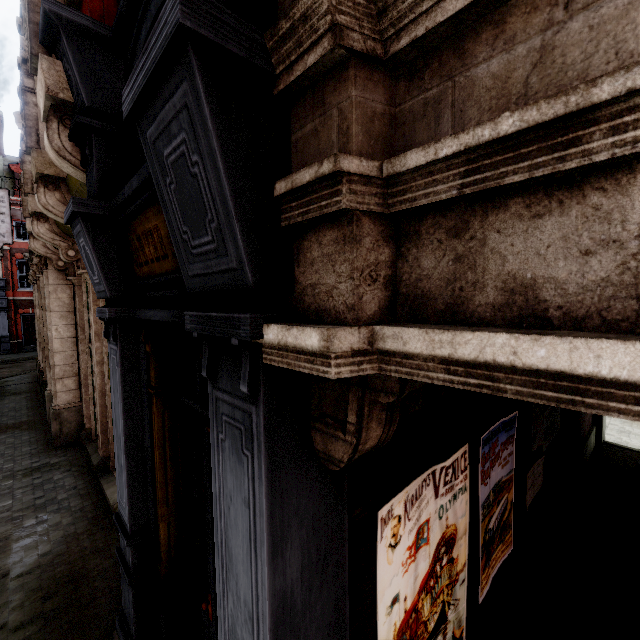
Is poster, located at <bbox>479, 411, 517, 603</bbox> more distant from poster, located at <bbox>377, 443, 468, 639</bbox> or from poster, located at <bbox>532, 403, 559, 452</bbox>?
poster, located at <bbox>532, 403, 559, 452</bbox>

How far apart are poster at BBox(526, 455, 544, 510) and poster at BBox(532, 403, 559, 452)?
0.1 meters

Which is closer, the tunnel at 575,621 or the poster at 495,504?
the tunnel at 575,621

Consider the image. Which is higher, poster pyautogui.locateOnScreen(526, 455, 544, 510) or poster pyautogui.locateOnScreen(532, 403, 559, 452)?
poster pyautogui.locateOnScreen(532, 403, 559, 452)

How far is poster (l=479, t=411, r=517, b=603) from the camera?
3.0 meters

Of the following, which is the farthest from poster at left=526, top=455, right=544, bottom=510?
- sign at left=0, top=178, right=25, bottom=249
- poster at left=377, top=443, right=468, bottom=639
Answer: sign at left=0, top=178, right=25, bottom=249

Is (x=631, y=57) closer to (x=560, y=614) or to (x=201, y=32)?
(x=201, y=32)

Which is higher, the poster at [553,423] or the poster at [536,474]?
the poster at [553,423]
